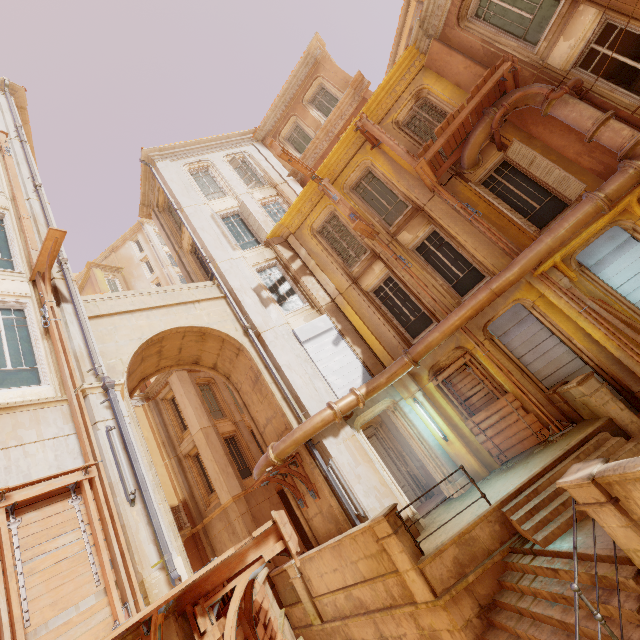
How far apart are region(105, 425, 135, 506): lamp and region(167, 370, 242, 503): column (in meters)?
10.71

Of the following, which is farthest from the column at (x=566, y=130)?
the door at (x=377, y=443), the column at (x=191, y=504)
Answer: the column at (x=191, y=504)

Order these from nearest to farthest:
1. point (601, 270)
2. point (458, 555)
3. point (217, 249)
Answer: point (458, 555), point (601, 270), point (217, 249)

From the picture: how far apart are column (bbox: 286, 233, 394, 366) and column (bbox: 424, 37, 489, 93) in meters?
7.7 m

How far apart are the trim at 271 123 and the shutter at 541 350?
15.8m

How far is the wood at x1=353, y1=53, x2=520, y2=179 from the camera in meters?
8.7

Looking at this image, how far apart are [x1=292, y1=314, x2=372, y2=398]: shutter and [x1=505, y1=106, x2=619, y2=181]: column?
8.60m

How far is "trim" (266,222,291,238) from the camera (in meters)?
14.41
